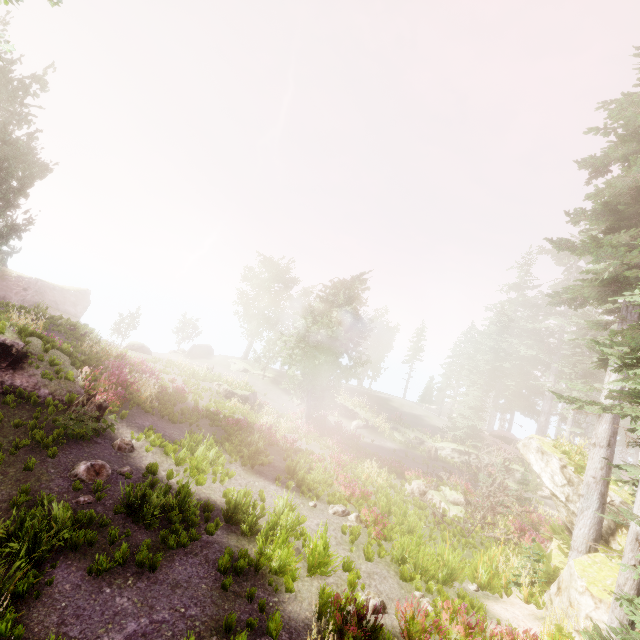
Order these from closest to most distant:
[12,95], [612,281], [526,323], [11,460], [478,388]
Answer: [11,460] → [612,281] → [12,95] → [478,388] → [526,323]

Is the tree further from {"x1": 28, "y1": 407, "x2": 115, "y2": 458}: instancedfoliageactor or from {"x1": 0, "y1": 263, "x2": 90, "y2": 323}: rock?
{"x1": 0, "y1": 263, "x2": 90, "y2": 323}: rock

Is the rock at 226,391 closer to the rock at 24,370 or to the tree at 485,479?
the rock at 24,370

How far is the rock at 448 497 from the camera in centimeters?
1752cm

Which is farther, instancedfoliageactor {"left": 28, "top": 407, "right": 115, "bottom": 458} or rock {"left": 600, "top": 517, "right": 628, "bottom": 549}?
rock {"left": 600, "top": 517, "right": 628, "bottom": 549}

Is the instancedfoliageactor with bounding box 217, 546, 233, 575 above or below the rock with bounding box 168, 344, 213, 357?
below

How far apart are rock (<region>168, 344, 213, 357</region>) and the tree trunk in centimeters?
3224cm
